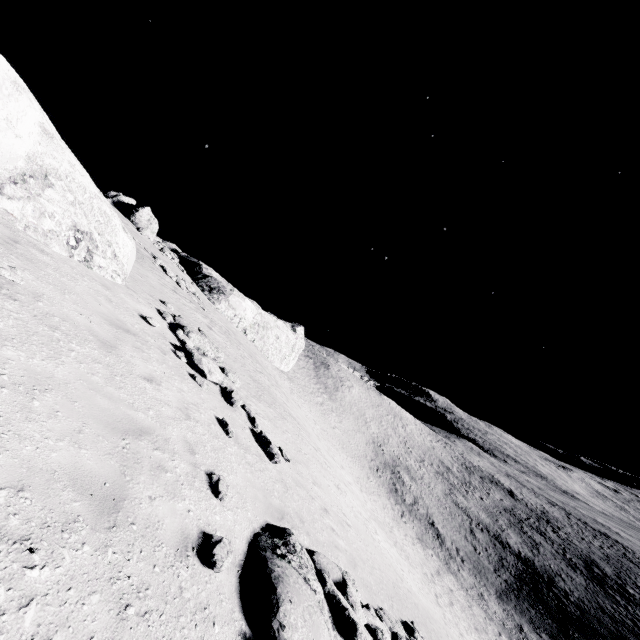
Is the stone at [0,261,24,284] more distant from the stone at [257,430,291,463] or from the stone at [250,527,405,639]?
the stone at [257,430,291,463]

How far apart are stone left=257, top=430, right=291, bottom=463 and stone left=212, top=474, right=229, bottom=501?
4.2m

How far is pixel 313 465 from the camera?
16.1 meters

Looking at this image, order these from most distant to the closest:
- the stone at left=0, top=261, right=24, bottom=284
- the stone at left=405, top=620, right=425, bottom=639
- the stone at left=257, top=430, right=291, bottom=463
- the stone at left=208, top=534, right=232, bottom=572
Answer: the stone at left=257, top=430, right=291, bottom=463 < the stone at left=405, top=620, right=425, bottom=639 < the stone at left=0, top=261, right=24, bottom=284 < the stone at left=208, top=534, right=232, bottom=572

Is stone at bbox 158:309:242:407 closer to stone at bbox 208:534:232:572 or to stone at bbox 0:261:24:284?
stone at bbox 0:261:24:284

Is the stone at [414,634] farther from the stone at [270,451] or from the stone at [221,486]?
the stone at [270,451]

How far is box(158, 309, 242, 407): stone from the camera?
10.9 meters

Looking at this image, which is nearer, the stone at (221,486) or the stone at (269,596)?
the stone at (269,596)
